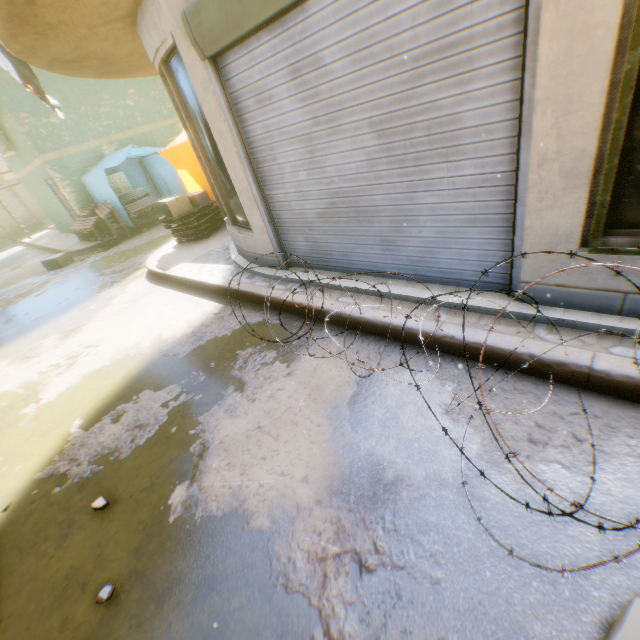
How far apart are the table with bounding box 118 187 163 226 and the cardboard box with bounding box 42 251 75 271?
2.33m

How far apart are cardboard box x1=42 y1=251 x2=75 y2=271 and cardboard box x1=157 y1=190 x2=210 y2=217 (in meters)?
3.88

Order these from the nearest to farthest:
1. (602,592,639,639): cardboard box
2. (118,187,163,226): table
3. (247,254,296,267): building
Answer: (602,592,639,639): cardboard box → (247,254,296,267): building → (118,187,163,226): table

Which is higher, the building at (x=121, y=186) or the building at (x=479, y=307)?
the building at (x=121, y=186)

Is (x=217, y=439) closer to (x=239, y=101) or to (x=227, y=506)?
(x=227, y=506)

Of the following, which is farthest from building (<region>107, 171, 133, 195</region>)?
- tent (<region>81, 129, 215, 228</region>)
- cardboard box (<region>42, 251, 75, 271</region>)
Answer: cardboard box (<region>42, 251, 75, 271</region>)

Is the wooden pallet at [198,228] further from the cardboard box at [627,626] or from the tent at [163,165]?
the cardboard box at [627,626]

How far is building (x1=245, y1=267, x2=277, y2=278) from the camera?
4.9m
